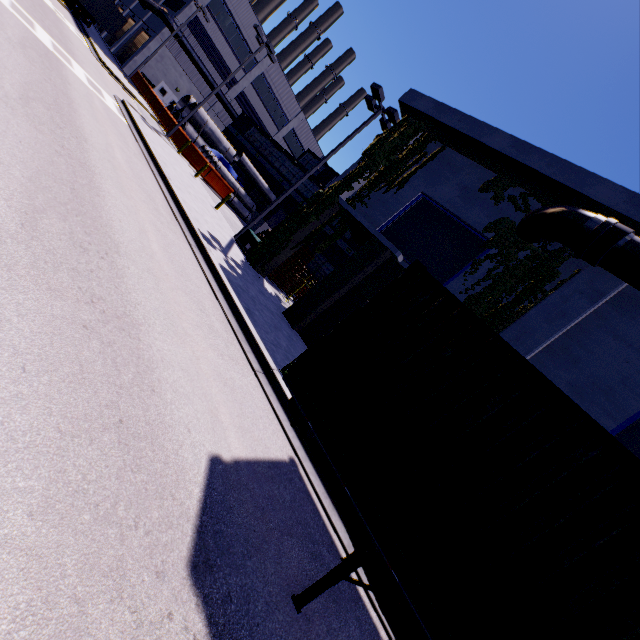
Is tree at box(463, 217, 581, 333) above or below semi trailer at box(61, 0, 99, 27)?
above

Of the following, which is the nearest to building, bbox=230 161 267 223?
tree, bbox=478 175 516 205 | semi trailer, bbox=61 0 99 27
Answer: tree, bbox=478 175 516 205

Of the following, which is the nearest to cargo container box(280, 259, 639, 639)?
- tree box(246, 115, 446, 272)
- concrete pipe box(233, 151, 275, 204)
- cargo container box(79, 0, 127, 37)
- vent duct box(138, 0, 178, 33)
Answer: tree box(246, 115, 446, 272)

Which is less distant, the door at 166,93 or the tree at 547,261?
the tree at 547,261

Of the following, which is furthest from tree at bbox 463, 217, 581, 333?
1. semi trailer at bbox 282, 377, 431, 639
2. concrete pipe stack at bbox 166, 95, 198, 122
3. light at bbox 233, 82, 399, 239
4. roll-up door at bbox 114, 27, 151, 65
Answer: roll-up door at bbox 114, 27, 151, 65

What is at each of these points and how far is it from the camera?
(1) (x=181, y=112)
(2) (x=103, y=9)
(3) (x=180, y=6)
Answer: (1) concrete pipe stack, 29.92m
(2) cargo container, 31.06m
(3) building, 33.72m

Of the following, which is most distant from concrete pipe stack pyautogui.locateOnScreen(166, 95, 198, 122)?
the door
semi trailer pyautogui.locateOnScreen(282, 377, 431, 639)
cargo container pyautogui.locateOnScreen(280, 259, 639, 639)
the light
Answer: the door

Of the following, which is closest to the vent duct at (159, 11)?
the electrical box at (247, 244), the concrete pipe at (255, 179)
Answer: the concrete pipe at (255, 179)
